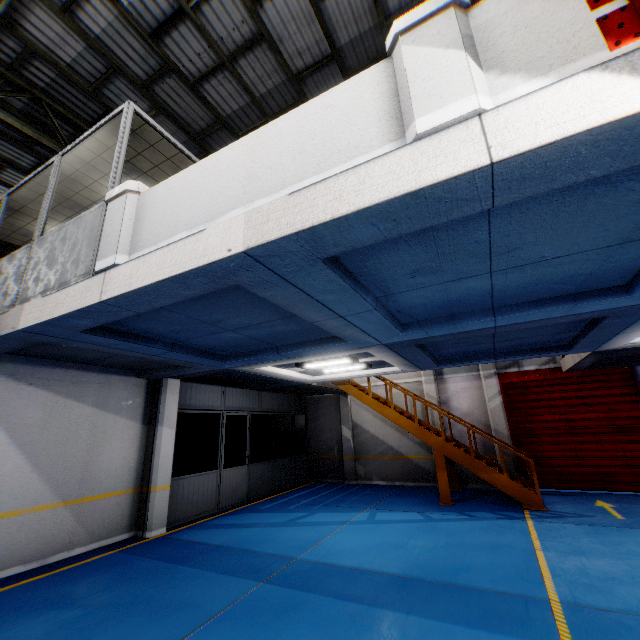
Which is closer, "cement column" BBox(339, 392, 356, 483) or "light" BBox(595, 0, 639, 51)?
"light" BBox(595, 0, 639, 51)

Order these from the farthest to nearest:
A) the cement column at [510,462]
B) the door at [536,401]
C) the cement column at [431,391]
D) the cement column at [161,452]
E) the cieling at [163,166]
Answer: the cement column at [431,391] < the cement column at [510,462] < the door at [536,401] < the cement column at [161,452] < the cieling at [163,166]

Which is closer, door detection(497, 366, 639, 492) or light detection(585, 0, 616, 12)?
light detection(585, 0, 616, 12)

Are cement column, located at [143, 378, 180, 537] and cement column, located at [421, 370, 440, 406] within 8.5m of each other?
no

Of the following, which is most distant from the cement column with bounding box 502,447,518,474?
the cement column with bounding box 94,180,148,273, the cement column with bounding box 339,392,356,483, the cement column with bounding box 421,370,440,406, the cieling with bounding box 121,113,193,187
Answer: the cement column with bounding box 94,180,148,273

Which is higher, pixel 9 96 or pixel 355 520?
pixel 9 96

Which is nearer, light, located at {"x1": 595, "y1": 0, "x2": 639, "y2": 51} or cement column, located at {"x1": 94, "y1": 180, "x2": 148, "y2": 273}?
light, located at {"x1": 595, "y1": 0, "x2": 639, "y2": 51}

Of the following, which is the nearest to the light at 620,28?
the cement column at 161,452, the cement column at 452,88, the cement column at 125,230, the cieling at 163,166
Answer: the cement column at 452,88
